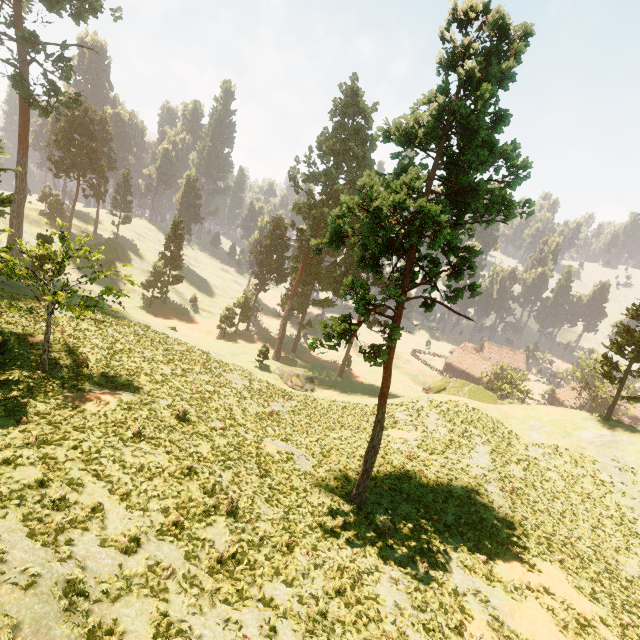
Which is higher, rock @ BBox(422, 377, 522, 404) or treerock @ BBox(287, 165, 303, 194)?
treerock @ BBox(287, 165, 303, 194)

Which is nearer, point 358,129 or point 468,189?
point 468,189

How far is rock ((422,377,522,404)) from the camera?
39.2m

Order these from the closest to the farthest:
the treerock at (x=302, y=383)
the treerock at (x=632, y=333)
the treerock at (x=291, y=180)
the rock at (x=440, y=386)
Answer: the treerock at (x=632, y=333) → the rock at (x=440, y=386) → the treerock at (x=302, y=383) → the treerock at (x=291, y=180)

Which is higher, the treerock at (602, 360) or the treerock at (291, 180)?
the treerock at (291, 180)

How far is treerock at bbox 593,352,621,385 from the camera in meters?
31.9

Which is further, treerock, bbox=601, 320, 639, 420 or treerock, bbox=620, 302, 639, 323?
treerock, bbox=620, 302, 639, 323
